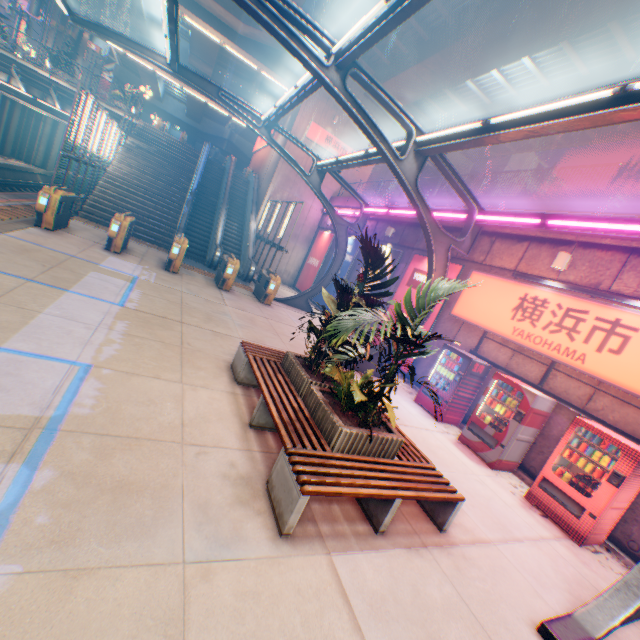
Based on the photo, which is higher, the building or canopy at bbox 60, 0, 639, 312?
the building

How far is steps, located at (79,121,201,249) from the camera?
16.12m

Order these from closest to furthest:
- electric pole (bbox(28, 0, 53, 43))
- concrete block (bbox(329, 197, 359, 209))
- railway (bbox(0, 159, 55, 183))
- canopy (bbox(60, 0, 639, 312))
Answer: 1. canopy (bbox(60, 0, 639, 312))
2. concrete block (bbox(329, 197, 359, 209))
3. railway (bbox(0, 159, 55, 183))
4. electric pole (bbox(28, 0, 53, 43))

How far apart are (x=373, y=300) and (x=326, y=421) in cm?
213

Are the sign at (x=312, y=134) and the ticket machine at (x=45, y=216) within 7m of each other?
no

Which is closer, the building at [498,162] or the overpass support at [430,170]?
the overpass support at [430,170]

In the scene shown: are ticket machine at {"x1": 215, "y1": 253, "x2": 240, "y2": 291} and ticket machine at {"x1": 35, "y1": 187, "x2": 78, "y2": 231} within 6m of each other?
yes

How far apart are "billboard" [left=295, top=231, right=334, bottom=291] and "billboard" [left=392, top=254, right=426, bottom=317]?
8.1 meters
